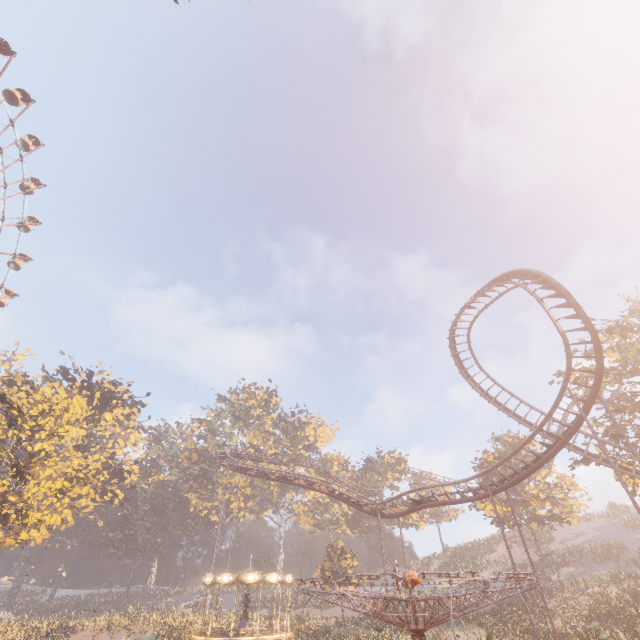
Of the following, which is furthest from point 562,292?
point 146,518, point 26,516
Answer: point 146,518

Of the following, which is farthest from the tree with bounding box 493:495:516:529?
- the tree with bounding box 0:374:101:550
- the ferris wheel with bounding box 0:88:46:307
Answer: the ferris wheel with bounding box 0:88:46:307

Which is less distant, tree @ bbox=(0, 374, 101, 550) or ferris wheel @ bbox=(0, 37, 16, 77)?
tree @ bbox=(0, 374, 101, 550)

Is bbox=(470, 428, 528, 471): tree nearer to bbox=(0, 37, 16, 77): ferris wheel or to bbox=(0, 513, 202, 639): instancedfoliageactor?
bbox=(0, 513, 202, 639): instancedfoliageactor

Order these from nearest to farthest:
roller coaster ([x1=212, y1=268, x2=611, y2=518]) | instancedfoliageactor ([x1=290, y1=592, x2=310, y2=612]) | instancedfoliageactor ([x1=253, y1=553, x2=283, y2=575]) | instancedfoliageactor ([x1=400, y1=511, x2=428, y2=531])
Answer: roller coaster ([x1=212, y1=268, x2=611, y2=518])
instancedfoliageactor ([x1=290, y1=592, x2=310, y2=612])
instancedfoliageactor ([x1=400, y1=511, x2=428, y2=531])
instancedfoliageactor ([x1=253, y1=553, x2=283, y2=575])

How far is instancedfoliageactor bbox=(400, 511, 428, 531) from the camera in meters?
52.1

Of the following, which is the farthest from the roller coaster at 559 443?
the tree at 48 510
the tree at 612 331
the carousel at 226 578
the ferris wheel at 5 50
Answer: the ferris wheel at 5 50

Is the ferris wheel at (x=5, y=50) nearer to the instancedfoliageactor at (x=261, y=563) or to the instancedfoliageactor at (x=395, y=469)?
the instancedfoliageactor at (x=261, y=563)
